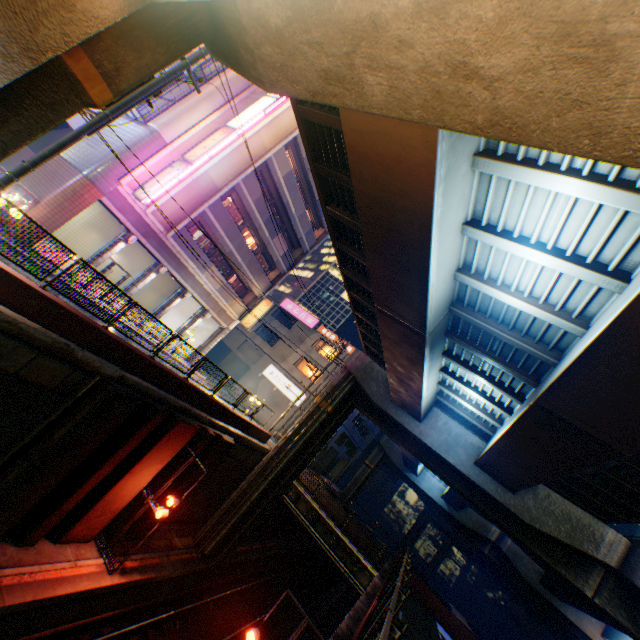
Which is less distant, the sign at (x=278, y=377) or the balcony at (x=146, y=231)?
the balcony at (x=146, y=231)

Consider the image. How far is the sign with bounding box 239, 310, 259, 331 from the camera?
28.17m

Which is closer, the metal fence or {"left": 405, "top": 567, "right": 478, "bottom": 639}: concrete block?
the metal fence

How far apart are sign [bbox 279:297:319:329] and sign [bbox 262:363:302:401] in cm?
599

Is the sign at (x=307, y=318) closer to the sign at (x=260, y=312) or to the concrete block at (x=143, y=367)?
the sign at (x=260, y=312)

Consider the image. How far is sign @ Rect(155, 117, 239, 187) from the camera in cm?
1795

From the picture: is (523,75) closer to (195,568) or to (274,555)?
(195,568)

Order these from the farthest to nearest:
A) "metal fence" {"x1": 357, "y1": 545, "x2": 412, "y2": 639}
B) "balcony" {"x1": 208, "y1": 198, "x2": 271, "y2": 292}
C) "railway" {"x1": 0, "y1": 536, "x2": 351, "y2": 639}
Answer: "balcony" {"x1": 208, "y1": 198, "x2": 271, "y2": 292}
"railway" {"x1": 0, "y1": 536, "x2": 351, "y2": 639}
"metal fence" {"x1": 357, "y1": 545, "x2": 412, "y2": 639}
